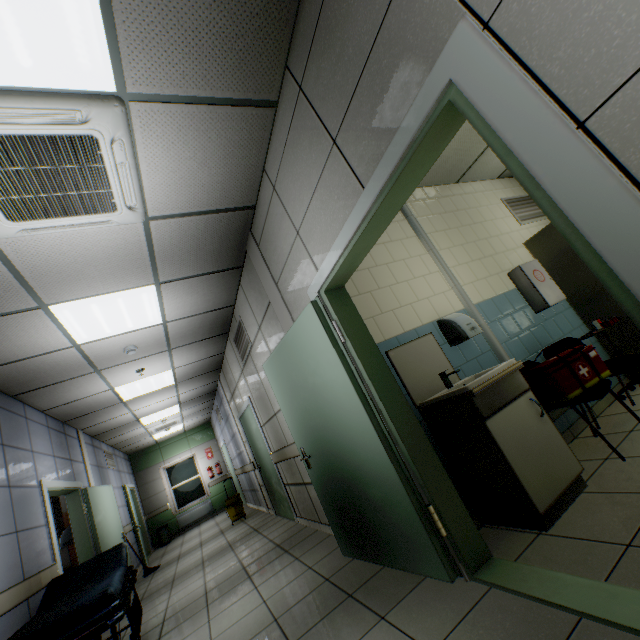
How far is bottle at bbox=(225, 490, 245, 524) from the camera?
7.87m

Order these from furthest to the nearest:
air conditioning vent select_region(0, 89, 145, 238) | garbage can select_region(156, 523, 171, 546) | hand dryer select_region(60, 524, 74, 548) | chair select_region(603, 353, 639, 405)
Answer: garbage can select_region(156, 523, 171, 546) → hand dryer select_region(60, 524, 74, 548) → chair select_region(603, 353, 639, 405) → air conditioning vent select_region(0, 89, 145, 238)

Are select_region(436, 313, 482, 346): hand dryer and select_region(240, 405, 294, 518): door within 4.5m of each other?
yes

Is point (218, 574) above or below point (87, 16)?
below

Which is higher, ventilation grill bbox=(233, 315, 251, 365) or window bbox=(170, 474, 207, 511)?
ventilation grill bbox=(233, 315, 251, 365)

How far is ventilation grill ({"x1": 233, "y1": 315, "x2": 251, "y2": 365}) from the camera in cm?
474

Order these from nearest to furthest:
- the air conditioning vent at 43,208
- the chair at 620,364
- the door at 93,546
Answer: the air conditioning vent at 43,208 < the chair at 620,364 < the door at 93,546

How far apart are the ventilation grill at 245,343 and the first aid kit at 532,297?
3.50m
